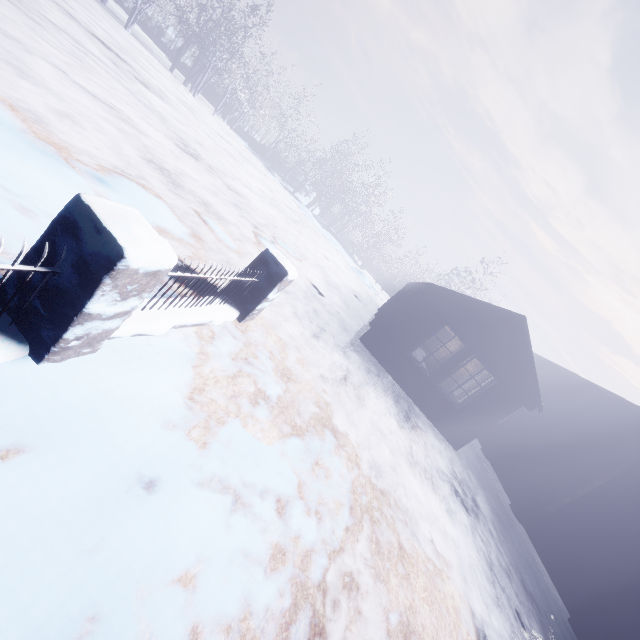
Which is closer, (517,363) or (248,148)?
(517,363)
